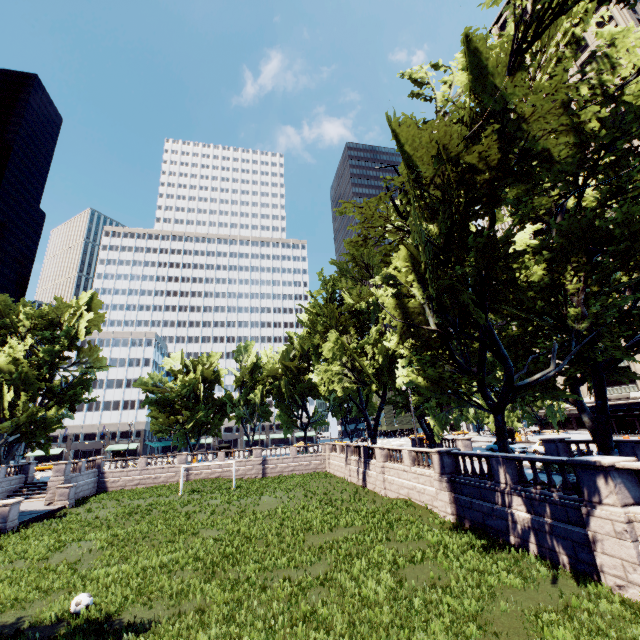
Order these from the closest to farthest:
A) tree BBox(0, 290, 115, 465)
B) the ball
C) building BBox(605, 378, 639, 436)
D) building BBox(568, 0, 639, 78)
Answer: the ball, tree BBox(0, 290, 115, 465), building BBox(605, 378, 639, 436), building BBox(568, 0, 639, 78)

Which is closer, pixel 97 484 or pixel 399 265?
pixel 399 265

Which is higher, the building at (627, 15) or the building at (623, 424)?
the building at (627, 15)

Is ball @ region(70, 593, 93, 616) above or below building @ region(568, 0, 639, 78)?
below

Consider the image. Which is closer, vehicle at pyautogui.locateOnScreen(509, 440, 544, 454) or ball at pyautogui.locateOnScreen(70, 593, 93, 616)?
ball at pyautogui.locateOnScreen(70, 593, 93, 616)

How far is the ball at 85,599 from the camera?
11.48m

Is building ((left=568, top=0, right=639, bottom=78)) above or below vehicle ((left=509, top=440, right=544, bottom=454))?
above

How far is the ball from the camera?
11.5 meters
